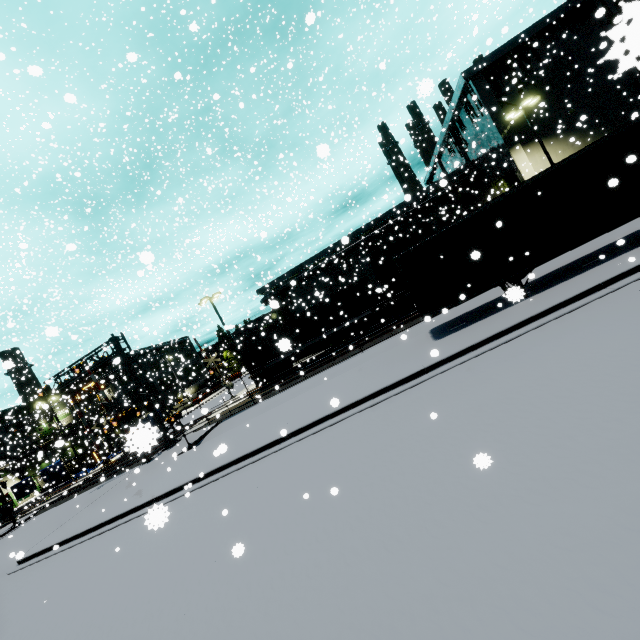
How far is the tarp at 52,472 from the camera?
38.41m

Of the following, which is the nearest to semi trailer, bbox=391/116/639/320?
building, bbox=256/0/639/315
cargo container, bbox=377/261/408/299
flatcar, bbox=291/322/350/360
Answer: building, bbox=256/0/639/315

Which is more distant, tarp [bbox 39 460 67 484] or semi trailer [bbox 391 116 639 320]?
tarp [bbox 39 460 67 484]

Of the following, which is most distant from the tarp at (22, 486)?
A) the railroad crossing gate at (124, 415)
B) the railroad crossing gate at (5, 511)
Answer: the railroad crossing gate at (124, 415)

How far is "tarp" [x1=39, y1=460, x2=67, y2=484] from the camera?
38.41m

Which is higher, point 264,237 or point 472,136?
point 472,136

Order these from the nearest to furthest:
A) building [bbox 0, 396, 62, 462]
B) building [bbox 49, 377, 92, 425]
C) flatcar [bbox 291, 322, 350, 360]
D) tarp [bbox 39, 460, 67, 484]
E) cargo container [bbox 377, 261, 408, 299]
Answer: cargo container [bbox 377, 261, 408, 299] → flatcar [bbox 291, 322, 350, 360] → tarp [bbox 39, 460, 67, 484] → building [bbox 0, 396, 62, 462] → building [bbox 49, 377, 92, 425]
